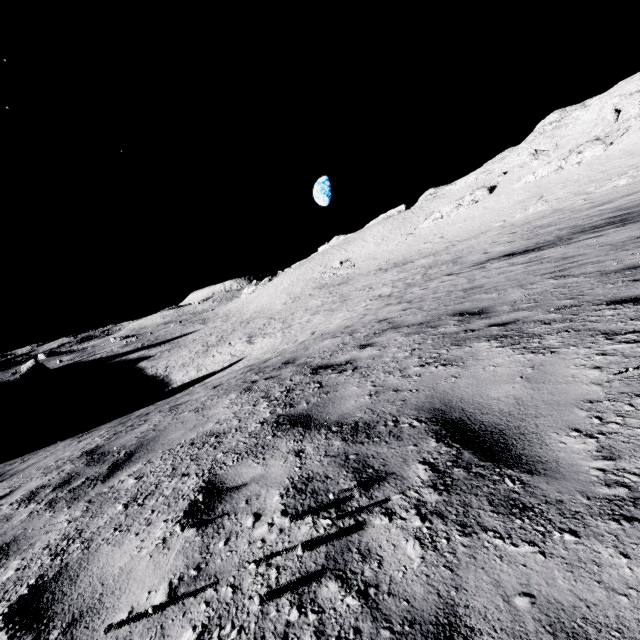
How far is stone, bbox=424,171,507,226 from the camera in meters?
53.6 m

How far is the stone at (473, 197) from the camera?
53.6m

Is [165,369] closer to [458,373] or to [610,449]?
[458,373]
